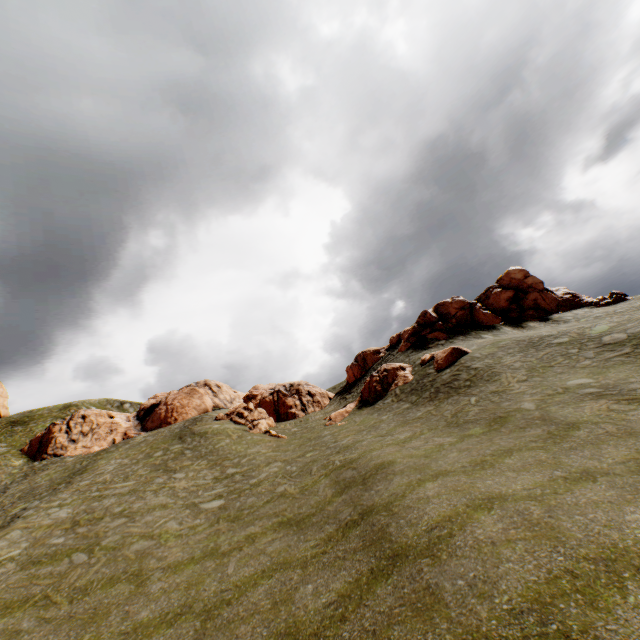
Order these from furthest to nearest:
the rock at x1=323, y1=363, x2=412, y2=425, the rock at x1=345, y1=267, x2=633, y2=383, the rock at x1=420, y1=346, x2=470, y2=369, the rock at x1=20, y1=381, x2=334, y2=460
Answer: the rock at x1=20, y1=381, x2=334, y2=460, the rock at x1=345, y1=267, x2=633, y2=383, the rock at x1=323, y1=363, x2=412, y2=425, the rock at x1=420, y1=346, x2=470, y2=369

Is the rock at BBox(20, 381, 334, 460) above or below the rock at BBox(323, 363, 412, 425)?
above

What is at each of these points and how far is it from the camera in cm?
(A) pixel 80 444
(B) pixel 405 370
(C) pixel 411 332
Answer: (A) rock, 4128
(B) rock, 3169
(C) rock, 3847

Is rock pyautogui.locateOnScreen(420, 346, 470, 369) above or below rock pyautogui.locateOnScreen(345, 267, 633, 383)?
below

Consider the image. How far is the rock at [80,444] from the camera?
37.62m

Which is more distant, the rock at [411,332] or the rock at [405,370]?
the rock at [411,332]
